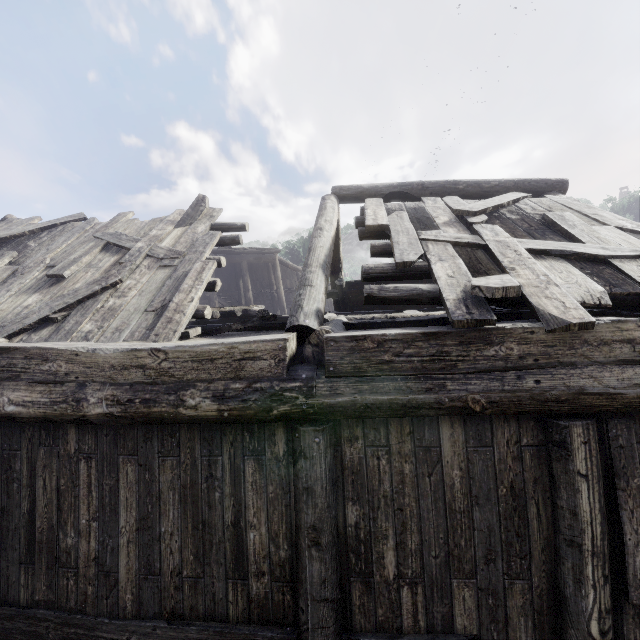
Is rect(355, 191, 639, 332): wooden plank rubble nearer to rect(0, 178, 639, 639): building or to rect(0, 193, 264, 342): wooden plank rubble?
rect(0, 178, 639, 639): building

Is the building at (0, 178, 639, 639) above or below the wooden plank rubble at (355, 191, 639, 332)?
below

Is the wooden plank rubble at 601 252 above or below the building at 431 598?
above

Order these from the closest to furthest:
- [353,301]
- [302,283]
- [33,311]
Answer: [302,283] < [33,311] < [353,301]

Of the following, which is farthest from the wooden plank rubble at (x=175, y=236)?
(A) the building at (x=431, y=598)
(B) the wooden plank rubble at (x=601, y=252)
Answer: (B) the wooden plank rubble at (x=601, y=252)

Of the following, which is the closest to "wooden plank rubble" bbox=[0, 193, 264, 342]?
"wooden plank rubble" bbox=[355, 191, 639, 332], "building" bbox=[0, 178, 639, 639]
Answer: "building" bbox=[0, 178, 639, 639]
